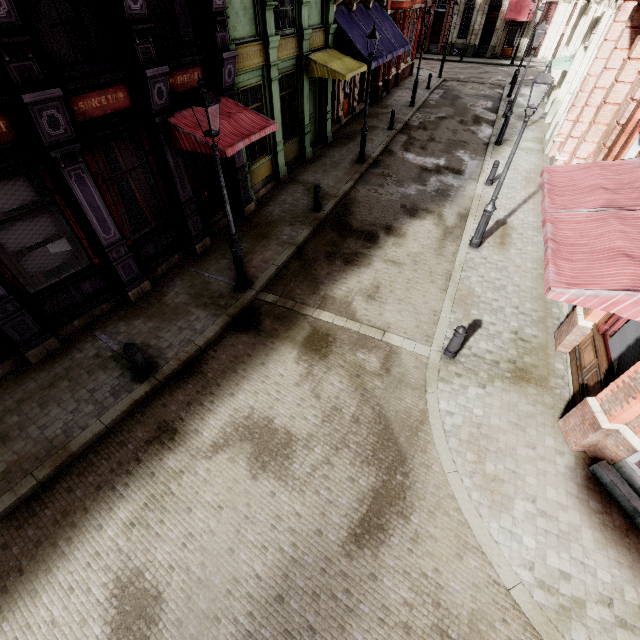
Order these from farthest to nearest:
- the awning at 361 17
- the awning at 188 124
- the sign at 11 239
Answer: the awning at 361 17 → the awning at 188 124 → the sign at 11 239

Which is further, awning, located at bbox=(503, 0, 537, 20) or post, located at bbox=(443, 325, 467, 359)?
awning, located at bbox=(503, 0, 537, 20)

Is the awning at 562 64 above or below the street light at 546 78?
below

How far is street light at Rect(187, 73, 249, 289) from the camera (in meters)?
5.83

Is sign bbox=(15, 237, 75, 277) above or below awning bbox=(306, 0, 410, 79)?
below

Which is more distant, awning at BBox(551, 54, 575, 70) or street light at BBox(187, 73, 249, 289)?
awning at BBox(551, 54, 575, 70)

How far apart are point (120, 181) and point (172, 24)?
6.8m

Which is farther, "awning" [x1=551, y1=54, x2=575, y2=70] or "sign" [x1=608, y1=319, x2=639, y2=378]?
A: "awning" [x1=551, y1=54, x2=575, y2=70]
